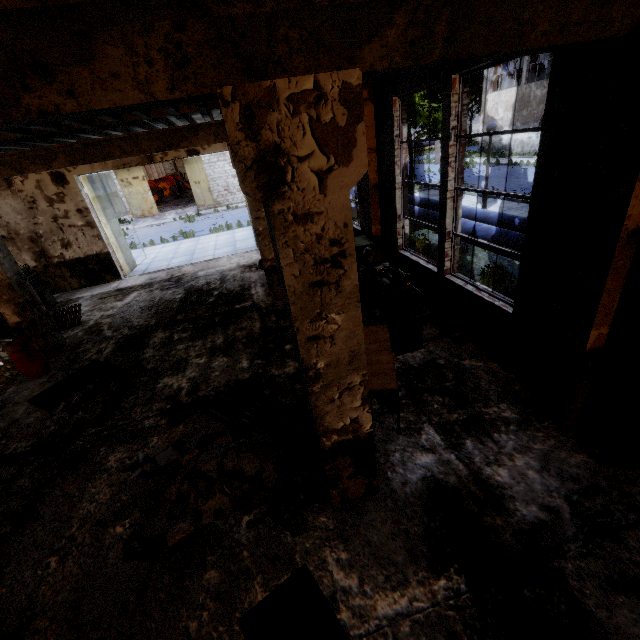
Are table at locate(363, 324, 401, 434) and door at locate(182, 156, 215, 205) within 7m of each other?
no

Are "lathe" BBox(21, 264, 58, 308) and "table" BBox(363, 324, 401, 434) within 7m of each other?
no

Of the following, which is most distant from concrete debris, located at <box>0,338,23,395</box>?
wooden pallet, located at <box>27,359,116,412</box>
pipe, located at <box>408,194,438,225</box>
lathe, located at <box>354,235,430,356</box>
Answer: pipe, located at <box>408,194,438,225</box>

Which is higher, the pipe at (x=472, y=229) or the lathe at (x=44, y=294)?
the pipe at (x=472, y=229)

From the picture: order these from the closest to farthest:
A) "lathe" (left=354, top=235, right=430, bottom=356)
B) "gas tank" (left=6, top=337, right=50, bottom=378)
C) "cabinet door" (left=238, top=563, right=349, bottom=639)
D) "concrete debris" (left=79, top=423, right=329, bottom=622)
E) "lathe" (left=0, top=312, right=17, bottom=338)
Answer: "cabinet door" (left=238, top=563, right=349, bottom=639) < "concrete debris" (left=79, top=423, right=329, bottom=622) < "lathe" (left=354, top=235, right=430, bottom=356) < "gas tank" (left=6, top=337, right=50, bottom=378) < "lathe" (left=0, top=312, right=17, bottom=338)

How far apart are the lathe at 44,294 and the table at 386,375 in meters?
9.8

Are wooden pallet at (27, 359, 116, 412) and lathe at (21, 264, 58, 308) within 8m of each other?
yes

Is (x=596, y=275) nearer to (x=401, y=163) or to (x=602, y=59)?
(x=602, y=59)
